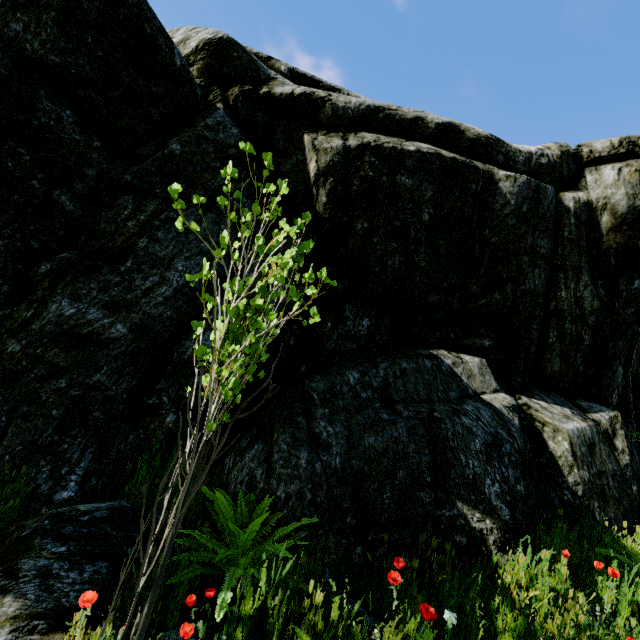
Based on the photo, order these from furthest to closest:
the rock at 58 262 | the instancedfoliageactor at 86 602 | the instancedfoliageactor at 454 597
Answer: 1. the rock at 58 262
2. the instancedfoliageactor at 454 597
3. the instancedfoliageactor at 86 602

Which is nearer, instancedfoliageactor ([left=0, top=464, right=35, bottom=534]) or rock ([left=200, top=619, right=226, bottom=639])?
rock ([left=200, top=619, right=226, bottom=639])

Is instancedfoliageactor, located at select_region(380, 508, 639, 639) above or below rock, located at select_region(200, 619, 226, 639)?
above

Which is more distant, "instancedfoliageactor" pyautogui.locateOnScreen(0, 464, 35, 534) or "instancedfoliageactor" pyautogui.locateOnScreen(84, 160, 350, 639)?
"instancedfoliageactor" pyautogui.locateOnScreen(0, 464, 35, 534)

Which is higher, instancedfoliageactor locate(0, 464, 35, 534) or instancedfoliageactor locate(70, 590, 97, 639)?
instancedfoliageactor locate(70, 590, 97, 639)

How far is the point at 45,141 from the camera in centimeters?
335cm

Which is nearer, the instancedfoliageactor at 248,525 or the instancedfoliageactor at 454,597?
the instancedfoliageactor at 248,525
